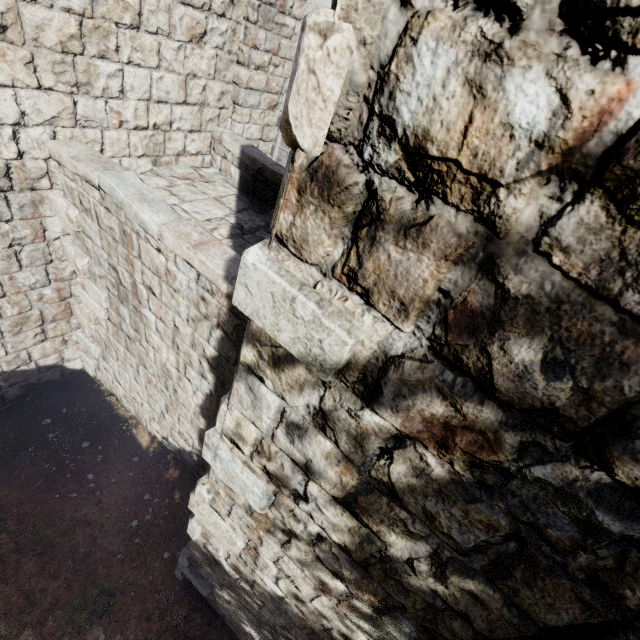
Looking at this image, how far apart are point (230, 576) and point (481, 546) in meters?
3.9
